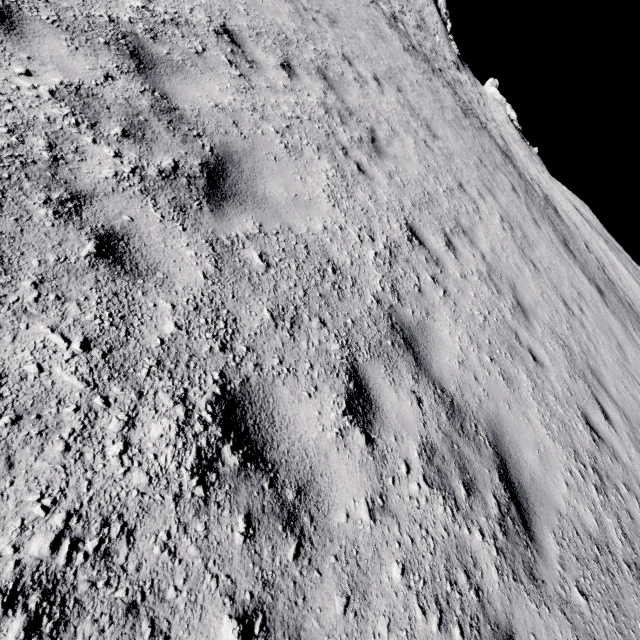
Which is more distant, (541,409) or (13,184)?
(541,409)
